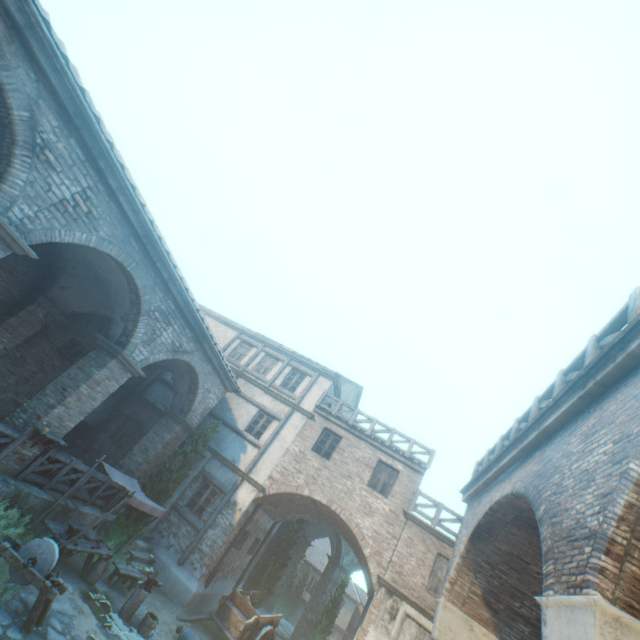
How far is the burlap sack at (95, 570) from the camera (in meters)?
9.09

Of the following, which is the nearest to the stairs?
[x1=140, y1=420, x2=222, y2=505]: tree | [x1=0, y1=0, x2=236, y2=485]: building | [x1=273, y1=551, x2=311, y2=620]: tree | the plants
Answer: [x1=140, y1=420, x2=222, y2=505]: tree

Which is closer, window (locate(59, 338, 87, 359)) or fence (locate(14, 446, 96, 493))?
fence (locate(14, 446, 96, 493))

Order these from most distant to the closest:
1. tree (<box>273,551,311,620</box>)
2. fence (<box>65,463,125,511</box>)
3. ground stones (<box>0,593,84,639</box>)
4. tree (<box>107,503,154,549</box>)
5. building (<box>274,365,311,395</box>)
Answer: tree (<box>273,551,311,620</box>) → building (<box>274,365,311,395</box>) → tree (<box>107,503,154,549</box>) → fence (<box>65,463,125,511</box>) → ground stones (<box>0,593,84,639</box>)

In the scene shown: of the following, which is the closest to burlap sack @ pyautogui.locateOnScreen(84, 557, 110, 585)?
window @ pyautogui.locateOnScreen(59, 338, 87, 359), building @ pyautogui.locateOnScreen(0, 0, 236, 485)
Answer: window @ pyautogui.locateOnScreen(59, 338, 87, 359)

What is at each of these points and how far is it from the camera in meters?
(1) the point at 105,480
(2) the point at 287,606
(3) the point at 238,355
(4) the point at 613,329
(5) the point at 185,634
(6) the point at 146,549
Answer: (1) fence, 11.2 m
(2) tree, 28.5 m
(3) building, 19.6 m
(4) fence, 4.6 m
(5) ceramic pot, 9.9 m
(6) stairs, 12.7 m

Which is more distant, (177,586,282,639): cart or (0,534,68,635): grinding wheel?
(177,586,282,639): cart

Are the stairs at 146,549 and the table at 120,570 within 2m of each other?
yes
